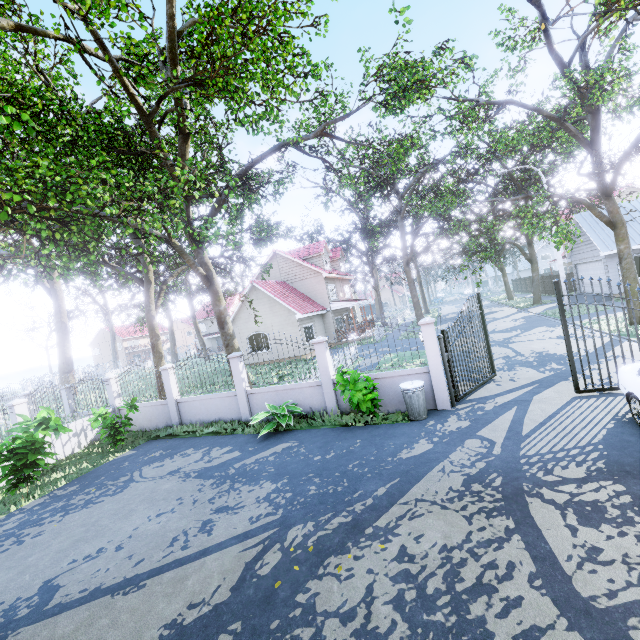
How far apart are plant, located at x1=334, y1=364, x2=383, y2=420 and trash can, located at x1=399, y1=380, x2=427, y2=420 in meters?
0.6

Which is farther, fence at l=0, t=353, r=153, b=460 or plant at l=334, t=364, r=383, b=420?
fence at l=0, t=353, r=153, b=460

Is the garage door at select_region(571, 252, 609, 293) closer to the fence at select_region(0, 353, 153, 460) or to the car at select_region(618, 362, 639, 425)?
the fence at select_region(0, 353, 153, 460)

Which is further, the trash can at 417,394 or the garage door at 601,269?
the garage door at 601,269

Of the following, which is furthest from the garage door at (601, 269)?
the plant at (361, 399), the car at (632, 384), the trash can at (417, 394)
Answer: the plant at (361, 399)

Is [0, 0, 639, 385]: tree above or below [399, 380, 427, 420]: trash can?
above

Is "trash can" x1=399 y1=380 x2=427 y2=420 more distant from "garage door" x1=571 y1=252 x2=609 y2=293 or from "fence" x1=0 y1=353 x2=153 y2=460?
"fence" x1=0 y1=353 x2=153 y2=460

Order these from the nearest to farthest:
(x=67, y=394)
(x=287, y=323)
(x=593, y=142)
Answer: (x=593, y=142) < (x=67, y=394) < (x=287, y=323)
